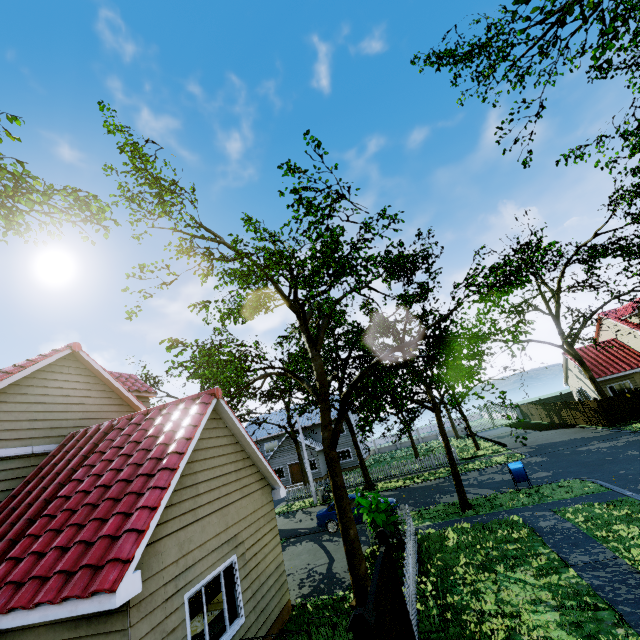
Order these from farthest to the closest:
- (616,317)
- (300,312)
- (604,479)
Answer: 1. (616,317)
2. (604,479)
3. (300,312)

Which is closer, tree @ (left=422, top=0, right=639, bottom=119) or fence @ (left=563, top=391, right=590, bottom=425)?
tree @ (left=422, top=0, right=639, bottom=119)

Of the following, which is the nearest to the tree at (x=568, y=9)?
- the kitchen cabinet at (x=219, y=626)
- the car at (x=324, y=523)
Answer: the kitchen cabinet at (x=219, y=626)

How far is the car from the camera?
17.1 meters

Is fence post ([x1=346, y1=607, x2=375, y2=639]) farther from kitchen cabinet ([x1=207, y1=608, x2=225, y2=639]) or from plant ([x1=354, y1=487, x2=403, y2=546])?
plant ([x1=354, y1=487, x2=403, y2=546])

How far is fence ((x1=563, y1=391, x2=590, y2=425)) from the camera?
28.7m

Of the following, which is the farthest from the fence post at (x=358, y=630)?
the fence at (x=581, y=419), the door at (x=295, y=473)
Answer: the door at (x=295, y=473)

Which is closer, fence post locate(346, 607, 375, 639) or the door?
fence post locate(346, 607, 375, 639)
